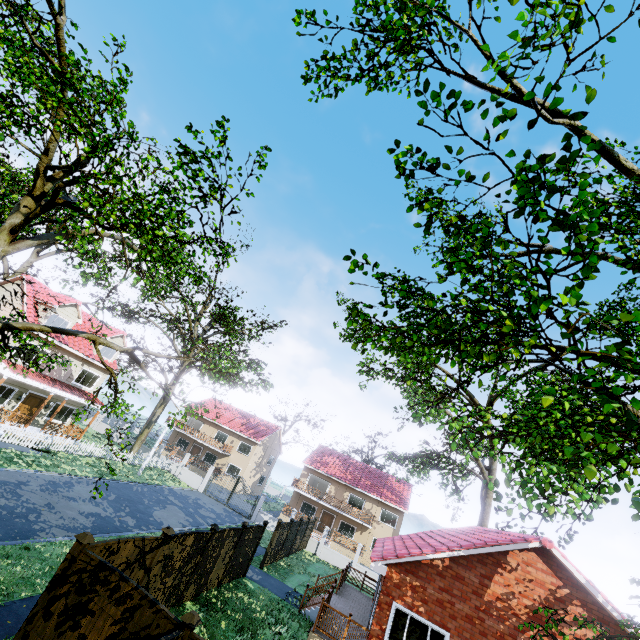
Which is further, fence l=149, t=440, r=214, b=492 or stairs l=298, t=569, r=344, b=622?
fence l=149, t=440, r=214, b=492

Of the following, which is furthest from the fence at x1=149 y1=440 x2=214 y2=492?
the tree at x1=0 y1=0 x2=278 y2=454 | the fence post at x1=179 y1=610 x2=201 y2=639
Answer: the tree at x1=0 y1=0 x2=278 y2=454

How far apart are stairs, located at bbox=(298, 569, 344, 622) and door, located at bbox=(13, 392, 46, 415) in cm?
2269

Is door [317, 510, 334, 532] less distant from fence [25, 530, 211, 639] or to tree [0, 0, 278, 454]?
fence [25, 530, 211, 639]

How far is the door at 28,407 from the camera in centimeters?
2279cm

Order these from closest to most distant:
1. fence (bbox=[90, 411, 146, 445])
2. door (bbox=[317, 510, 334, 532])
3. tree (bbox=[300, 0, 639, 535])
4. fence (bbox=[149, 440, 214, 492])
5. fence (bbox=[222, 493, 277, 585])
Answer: tree (bbox=[300, 0, 639, 535])
fence (bbox=[222, 493, 277, 585])
fence (bbox=[149, 440, 214, 492])
fence (bbox=[90, 411, 146, 445])
door (bbox=[317, 510, 334, 532])

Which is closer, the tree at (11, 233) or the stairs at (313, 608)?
the tree at (11, 233)

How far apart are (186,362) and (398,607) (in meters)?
30.81
